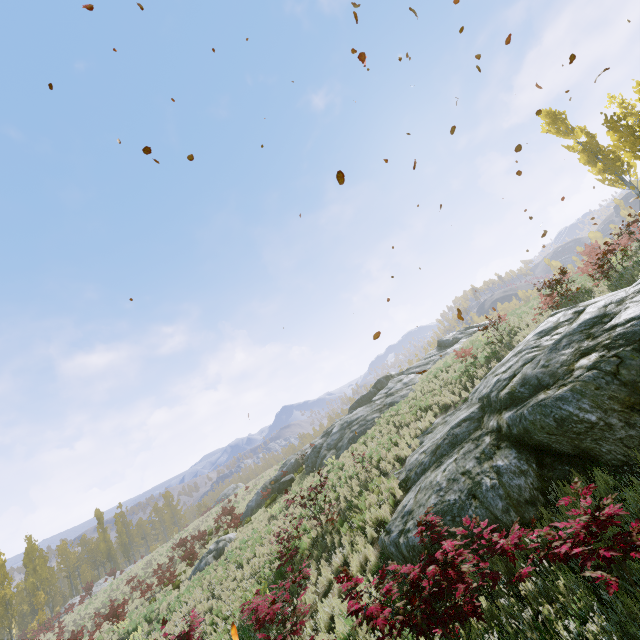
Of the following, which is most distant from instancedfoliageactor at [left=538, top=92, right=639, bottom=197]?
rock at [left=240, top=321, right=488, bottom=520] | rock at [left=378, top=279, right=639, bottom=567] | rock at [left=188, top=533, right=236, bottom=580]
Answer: rock at [left=188, top=533, right=236, bottom=580]

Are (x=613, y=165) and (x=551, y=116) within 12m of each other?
yes

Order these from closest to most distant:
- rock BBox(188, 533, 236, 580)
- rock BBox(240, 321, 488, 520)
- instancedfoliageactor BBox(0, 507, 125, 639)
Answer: rock BBox(188, 533, 236, 580)
rock BBox(240, 321, 488, 520)
instancedfoliageactor BBox(0, 507, 125, 639)

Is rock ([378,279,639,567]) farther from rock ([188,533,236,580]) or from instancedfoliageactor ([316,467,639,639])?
rock ([188,533,236,580])

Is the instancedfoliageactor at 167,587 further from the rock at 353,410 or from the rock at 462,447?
Answer: the rock at 353,410

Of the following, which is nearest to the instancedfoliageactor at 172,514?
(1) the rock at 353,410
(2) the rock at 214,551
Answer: (1) the rock at 353,410

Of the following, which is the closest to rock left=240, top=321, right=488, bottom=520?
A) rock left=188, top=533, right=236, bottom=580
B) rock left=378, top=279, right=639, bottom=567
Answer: rock left=188, top=533, right=236, bottom=580

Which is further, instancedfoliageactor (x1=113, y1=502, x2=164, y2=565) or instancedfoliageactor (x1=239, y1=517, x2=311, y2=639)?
instancedfoliageactor (x1=113, y1=502, x2=164, y2=565)
